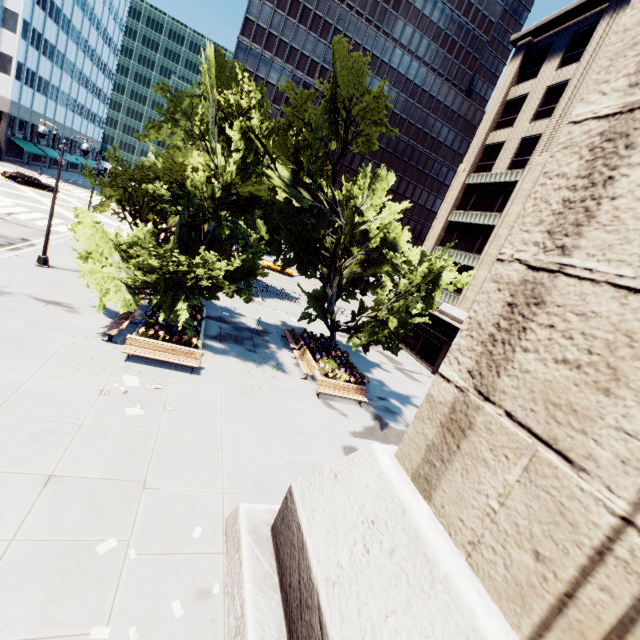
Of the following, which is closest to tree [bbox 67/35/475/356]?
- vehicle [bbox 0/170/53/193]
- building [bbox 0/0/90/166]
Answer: building [bbox 0/0/90/166]

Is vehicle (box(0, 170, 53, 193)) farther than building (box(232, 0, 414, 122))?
No

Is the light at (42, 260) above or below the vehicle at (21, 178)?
below

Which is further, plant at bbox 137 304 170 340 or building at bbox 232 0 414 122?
building at bbox 232 0 414 122

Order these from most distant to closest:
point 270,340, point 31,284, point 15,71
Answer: point 15,71 → point 270,340 → point 31,284

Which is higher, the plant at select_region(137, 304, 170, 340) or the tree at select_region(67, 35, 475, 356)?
the tree at select_region(67, 35, 475, 356)

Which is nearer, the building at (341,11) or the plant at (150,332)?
the plant at (150,332)

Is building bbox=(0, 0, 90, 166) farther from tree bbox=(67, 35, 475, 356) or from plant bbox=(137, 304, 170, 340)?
plant bbox=(137, 304, 170, 340)
